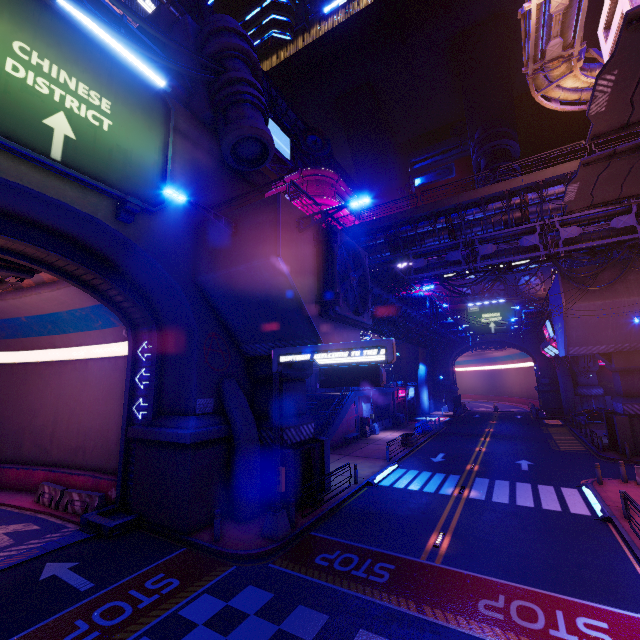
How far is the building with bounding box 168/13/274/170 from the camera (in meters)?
15.23

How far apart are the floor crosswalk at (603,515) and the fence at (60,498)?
21.8 meters

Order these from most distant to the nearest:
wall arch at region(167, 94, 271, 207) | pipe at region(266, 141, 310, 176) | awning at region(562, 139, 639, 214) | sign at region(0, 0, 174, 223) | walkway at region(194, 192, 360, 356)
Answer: pipe at region(266, 141, 310, 176)
wall arch at region(167, 94, 271, 207)
walkway at region(194, 192, 360, 356)
awning at region(562, 139, 639, 214)
sign at region(0, 0, 174, 223)

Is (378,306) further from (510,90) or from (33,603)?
(510,90)

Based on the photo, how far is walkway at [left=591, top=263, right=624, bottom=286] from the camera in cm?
2252

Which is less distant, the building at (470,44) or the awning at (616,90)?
the awning at (616,90)

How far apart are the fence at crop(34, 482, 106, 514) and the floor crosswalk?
21.8m

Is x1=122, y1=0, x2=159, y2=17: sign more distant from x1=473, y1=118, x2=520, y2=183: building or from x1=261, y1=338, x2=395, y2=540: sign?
x1=261, y1=338, x2=395, y2=540: sign
